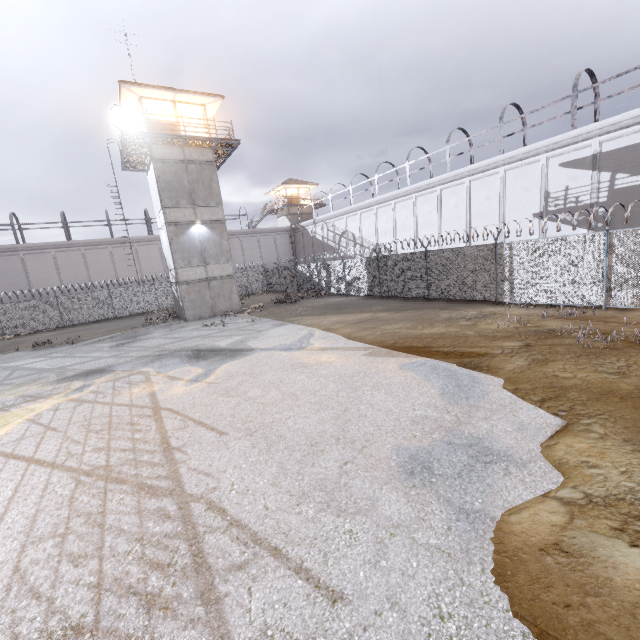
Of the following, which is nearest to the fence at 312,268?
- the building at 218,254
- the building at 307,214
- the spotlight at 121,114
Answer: the building at 218,254

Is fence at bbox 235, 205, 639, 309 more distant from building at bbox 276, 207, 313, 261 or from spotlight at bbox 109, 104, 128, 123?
Answer: spotlight at bbox 109, 104, 128, 123

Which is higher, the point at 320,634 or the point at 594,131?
the point at 594,131

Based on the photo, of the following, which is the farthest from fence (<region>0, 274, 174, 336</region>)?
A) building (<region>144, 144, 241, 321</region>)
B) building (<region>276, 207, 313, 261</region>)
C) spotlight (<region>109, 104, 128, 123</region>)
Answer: spotlight (<region>109, 104, 128, 123</region>)

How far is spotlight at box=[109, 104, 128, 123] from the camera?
18.0m

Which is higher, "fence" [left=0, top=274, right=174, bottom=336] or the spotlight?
the spotlight

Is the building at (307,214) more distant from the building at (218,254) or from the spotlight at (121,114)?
the spotlight at (121,114)

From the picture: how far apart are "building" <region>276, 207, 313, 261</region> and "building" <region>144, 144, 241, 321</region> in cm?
2362
